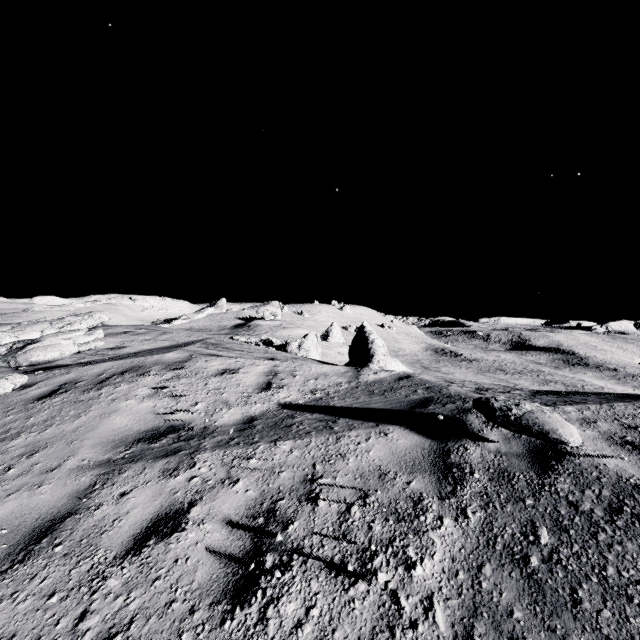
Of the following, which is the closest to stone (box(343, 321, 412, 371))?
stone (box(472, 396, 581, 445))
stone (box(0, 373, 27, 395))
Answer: stone (box(472, 396, 581, 445))

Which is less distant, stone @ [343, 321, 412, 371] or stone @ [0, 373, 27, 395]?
stone @ [0, 373, 27, 395]

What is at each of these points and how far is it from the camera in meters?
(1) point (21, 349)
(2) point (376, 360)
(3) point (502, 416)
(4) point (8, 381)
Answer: (1) stone, 8.3
(2) stone, 12.0
(3) stone, 3.9
(4) stone, 6.4

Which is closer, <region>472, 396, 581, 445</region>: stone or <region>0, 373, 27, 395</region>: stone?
<region>472, 396, 581, 445</region>: stone

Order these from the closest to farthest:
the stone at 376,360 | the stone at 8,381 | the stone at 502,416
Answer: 1. the stone at 502,416
2. the stone at 8,381
3. the stone at 376,360

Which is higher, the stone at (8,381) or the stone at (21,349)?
the stone at (21,349)

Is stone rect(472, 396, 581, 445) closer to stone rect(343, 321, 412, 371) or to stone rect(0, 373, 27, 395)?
stone rect(343, 321, 412, 371)

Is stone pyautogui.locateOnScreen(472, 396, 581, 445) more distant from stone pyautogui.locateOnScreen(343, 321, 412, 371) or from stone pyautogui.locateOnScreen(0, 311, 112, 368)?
stone pyautogui.locateOnScreen(0, 311, 112, 368)
